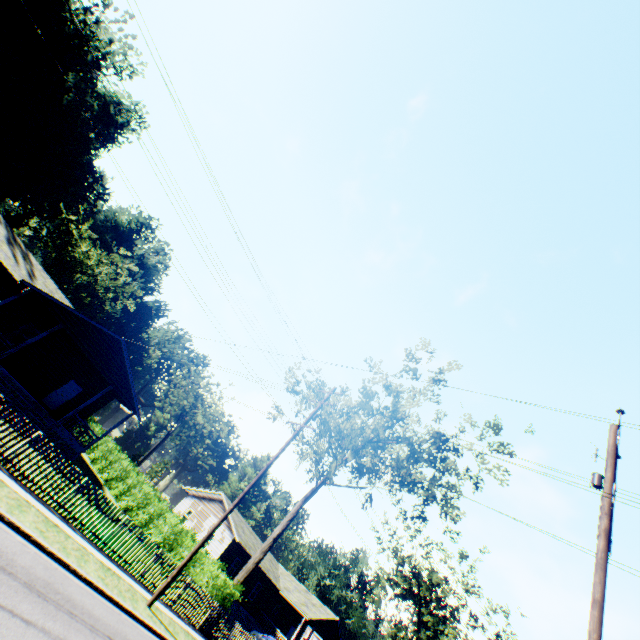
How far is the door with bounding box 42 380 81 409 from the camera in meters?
23.3 m

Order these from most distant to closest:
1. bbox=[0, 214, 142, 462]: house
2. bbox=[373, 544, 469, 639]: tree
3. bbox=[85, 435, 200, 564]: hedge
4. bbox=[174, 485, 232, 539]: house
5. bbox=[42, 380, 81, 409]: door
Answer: bbox=[373, 544, 469, 639]: tree
bbox=[174, 485, 232, 539]: house
bbox=[42, 380, 81, 409]: door
bbox=[85, 435, 200, 564]: hedge
bbox=[0, 214, 142, 462]: house

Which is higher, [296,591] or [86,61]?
[86,61]

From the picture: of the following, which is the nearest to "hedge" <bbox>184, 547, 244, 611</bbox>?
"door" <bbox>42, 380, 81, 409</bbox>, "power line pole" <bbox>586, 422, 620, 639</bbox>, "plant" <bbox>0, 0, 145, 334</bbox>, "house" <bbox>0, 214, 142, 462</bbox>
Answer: "house" <bbox>0, 214, 142, 462</bbox>

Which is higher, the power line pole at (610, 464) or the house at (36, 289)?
the power line pole at (610, 464)

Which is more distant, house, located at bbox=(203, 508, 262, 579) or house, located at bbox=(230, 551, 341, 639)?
house, located at bbox=(230, 551, 341, 639)

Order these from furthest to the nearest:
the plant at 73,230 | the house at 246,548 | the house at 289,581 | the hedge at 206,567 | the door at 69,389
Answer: the plant at 73,230 < the house at 289,581 < the house at 246,548 < the door at 69,389 < the hedge at 206,567

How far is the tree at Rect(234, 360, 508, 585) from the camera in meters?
20.3
